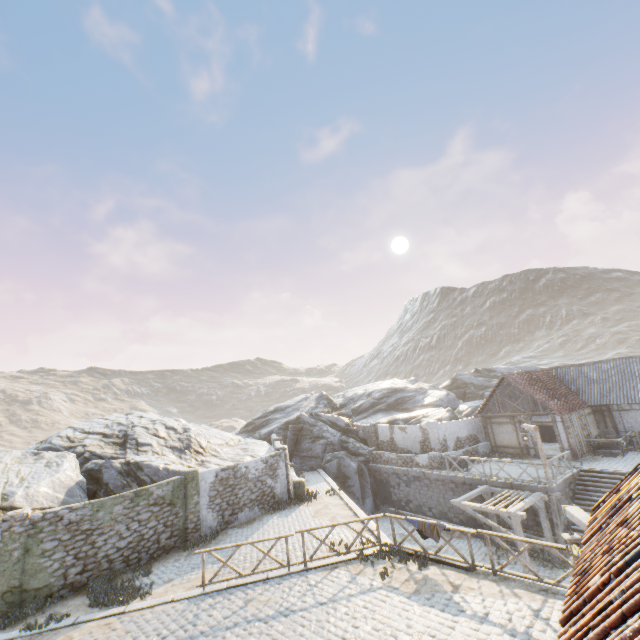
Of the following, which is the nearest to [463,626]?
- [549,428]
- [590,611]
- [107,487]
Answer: [590,611]

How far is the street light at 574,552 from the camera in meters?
6.7 m

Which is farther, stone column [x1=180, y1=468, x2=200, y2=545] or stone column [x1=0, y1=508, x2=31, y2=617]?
stone column [x1=180, y1=468, x2=200, y2=545]

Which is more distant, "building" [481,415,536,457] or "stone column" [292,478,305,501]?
"building" [481,415,536,457]

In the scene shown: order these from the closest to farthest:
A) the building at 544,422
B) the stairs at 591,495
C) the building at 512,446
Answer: the stairs at 591,495
the building at 544,422
the building at 512,446

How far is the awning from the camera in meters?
14.8

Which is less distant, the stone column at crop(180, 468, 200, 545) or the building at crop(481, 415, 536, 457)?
the stone column at crop(180, 468, 200, 545)

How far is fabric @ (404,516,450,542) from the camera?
10.95m
